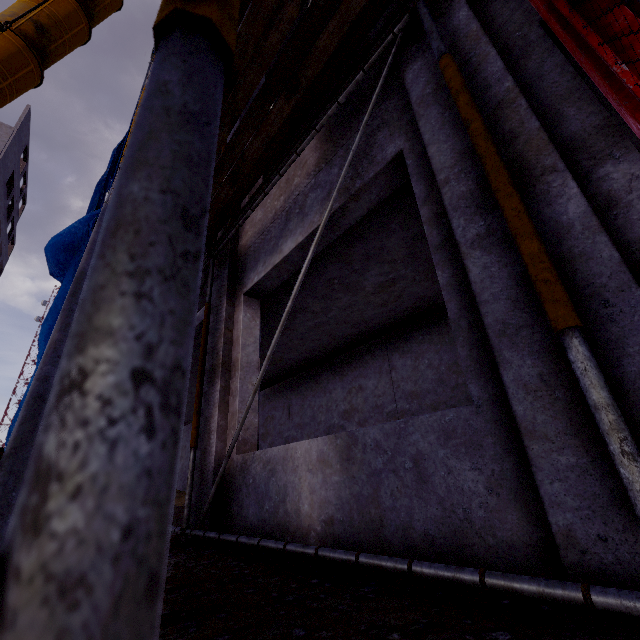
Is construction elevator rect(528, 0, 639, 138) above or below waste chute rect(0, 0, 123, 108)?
below

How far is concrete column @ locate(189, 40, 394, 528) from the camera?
3.63m

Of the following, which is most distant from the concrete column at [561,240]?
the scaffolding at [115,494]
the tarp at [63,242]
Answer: the tarp at [63,242]

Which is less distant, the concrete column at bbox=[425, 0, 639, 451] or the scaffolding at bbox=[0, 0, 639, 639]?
the scaffolding at bbox=[0, 0, 639, 639]

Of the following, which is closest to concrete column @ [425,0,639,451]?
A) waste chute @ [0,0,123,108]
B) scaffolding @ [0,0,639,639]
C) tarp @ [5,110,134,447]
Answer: scaffolding @ [0,0,639,639]

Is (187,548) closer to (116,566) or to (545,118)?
(116,566)

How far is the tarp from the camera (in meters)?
4.30

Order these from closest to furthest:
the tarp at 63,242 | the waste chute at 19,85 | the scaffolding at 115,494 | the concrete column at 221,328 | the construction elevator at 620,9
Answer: the scaffolding at 115,494
the construction elevator at 620,9
the waste chute at 19,85
the concrete column at 221,328
the tarp at 63,242
